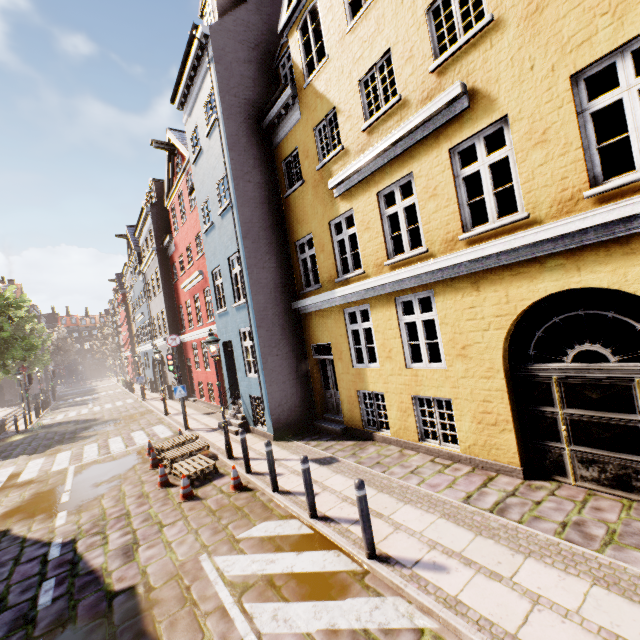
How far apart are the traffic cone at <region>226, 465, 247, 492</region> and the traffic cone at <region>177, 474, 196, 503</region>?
0.8m

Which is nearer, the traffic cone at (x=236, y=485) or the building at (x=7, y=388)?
the traffic cone at (x=236, y=485)

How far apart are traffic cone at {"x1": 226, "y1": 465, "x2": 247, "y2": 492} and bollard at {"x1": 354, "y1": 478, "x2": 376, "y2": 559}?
3.9 meters

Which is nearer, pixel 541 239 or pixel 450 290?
pixel 541 239

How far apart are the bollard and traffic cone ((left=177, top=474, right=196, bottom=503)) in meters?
4.7

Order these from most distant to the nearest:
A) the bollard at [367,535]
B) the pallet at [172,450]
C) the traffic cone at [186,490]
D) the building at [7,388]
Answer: the building at [7,388]
the pallet at [172,450]
the traffic cone at [186,490]
the bollard at [367,535]

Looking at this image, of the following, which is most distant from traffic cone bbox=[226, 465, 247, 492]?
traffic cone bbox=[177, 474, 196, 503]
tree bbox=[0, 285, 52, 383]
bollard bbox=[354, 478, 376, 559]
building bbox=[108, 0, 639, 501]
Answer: tree bbox=[0, 285, 52, 383]

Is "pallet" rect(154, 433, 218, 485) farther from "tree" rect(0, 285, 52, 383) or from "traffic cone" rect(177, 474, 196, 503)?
"tree" rect(0, 285, 52, 383)
